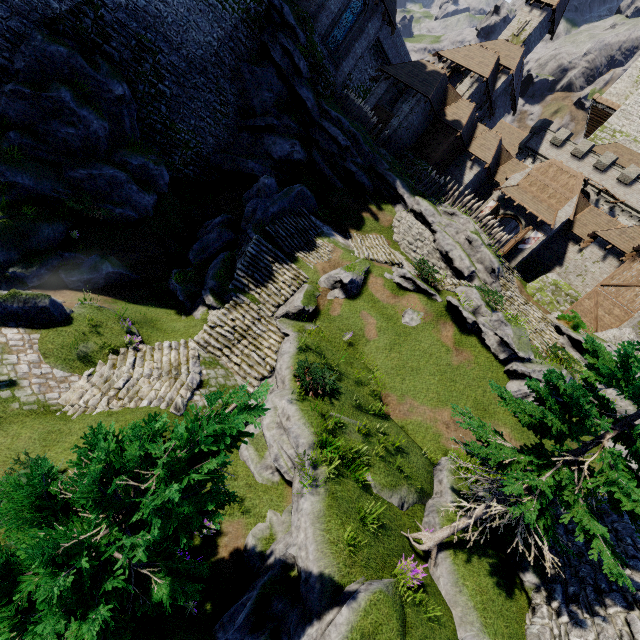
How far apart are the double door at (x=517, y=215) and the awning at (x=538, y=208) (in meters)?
0.45

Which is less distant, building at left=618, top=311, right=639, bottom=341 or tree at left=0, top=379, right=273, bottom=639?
tree at left=0, top=379, right=273, bottom=639

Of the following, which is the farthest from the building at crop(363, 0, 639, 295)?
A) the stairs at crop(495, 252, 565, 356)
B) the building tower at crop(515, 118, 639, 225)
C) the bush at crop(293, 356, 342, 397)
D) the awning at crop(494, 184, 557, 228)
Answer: the bush at crop(293, 356, 342, 397)

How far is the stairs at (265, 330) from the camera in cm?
1128

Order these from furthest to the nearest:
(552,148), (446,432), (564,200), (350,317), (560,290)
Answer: (552,148)
(564,200)
(560,290)
(350,317)
(446,432)

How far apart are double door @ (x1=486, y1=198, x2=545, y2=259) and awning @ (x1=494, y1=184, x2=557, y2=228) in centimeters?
45cm

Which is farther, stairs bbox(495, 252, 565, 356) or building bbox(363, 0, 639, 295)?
building bbox(363, 0, 639, 295)

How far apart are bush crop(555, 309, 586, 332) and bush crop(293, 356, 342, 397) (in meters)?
19.36
